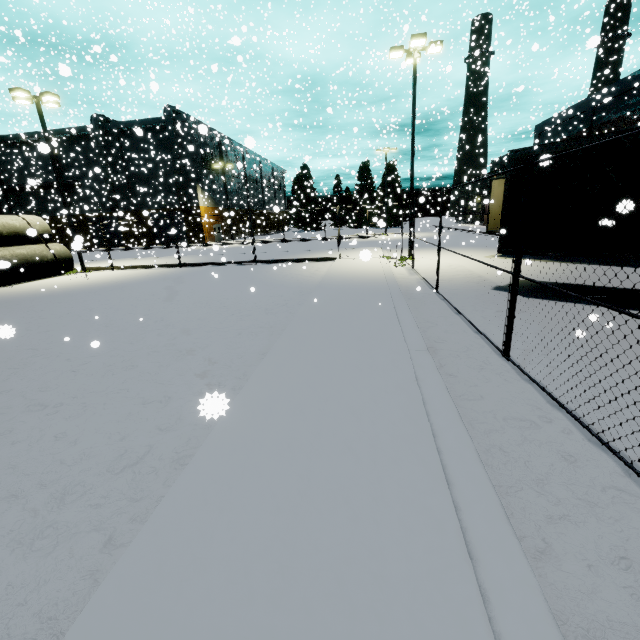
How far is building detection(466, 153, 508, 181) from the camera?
33.0m

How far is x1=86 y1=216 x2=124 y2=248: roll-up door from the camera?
46.0m

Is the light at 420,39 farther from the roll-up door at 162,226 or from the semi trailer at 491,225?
the roll-up door at 162,226

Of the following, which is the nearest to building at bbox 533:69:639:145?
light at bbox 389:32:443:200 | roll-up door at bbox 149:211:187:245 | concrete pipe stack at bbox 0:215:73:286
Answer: roll-up door at bbox 149:211:187:245

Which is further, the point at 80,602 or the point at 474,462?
the point at 474,462

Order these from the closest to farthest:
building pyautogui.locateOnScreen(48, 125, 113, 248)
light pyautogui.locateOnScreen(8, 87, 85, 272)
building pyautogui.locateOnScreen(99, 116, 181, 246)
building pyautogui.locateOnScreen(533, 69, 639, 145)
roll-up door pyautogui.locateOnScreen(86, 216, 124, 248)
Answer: light pyautogui.locateOnScreen(8, 87, 85, 272) < building pyautogui.locateOnScreen(533, 69, 639, 145) < building pyautogui.locateOnScreen(48, 125, 113, 248) < building pyautogui.locateOnScreen(99, 116, 181, 246) < roll-up door pyautogui.locateOnScreen(86, 216, 124, 248)

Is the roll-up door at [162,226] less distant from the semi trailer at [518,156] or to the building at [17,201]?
the building at [17,201]

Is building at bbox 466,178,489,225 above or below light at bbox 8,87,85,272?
below
